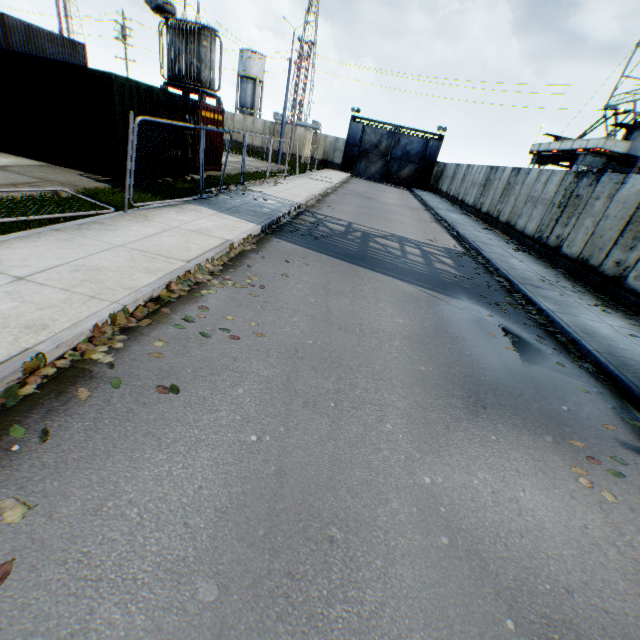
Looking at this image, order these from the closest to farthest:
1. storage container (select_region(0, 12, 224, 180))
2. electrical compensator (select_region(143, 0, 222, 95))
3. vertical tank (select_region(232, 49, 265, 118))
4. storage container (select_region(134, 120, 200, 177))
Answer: storage container (select_region(0, 12, 224, 180)) < storage container (select_region(134, 120, 200, 177)) < electrical compensator (select_region(143, 0, 222, 95)) < vertical tank (select_region(232, 49, 265, 118))

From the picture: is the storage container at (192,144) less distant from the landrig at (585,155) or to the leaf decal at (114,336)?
the leaf decal at (114,336)

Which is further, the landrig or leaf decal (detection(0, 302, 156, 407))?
the landrig

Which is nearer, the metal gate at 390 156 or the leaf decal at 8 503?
the leaf decal at 8 503

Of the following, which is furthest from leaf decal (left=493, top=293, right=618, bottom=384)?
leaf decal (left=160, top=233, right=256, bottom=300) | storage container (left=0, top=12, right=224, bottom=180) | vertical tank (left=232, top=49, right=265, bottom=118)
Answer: vertical tank (left=232, top=49, right=265, bottom=118)

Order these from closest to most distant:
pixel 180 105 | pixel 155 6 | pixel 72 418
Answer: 1. pixel 72 418
2. pixel 180 105
3. pixel 155 6

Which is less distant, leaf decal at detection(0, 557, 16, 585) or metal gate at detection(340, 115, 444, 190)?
leaf decal at detection(0, 557, 16, 585)

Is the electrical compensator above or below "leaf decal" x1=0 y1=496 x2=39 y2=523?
above
